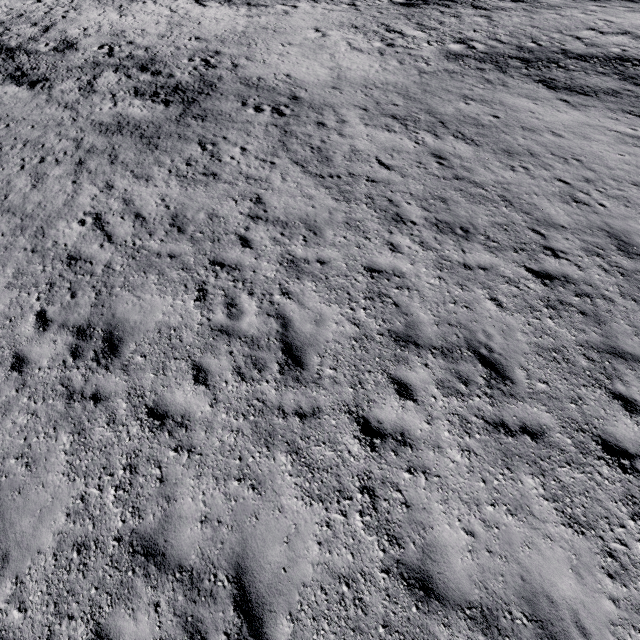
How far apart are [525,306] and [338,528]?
6.15m
